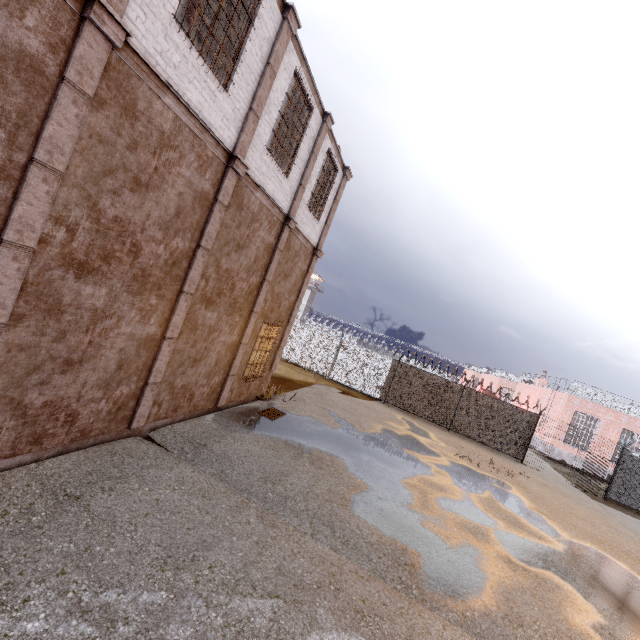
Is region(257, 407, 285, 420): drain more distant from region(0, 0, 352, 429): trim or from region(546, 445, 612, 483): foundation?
region(546, 445, 612, 483): foundation

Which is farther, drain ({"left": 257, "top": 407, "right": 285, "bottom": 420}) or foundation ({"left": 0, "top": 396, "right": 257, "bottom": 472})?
drain ({"left": 257, "top": 407, "right": 285, "bottom": 420})

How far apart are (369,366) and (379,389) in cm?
157

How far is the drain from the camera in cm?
1021

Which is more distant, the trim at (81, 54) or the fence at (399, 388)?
the fence at (399, 388)

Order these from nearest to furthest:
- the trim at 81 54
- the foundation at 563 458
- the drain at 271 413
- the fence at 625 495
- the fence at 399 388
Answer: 1. the trim at 81 54
2. the drain at 271 413
3. the fence at 625 495
4. the fence at 399 388
5. the foundation at 563 458

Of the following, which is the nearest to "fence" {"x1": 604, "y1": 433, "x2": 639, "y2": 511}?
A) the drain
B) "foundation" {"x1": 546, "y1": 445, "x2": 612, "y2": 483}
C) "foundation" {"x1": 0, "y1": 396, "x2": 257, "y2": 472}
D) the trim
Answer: the trim

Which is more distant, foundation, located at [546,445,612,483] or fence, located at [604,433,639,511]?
foundation, located at [546,445,612,483]
